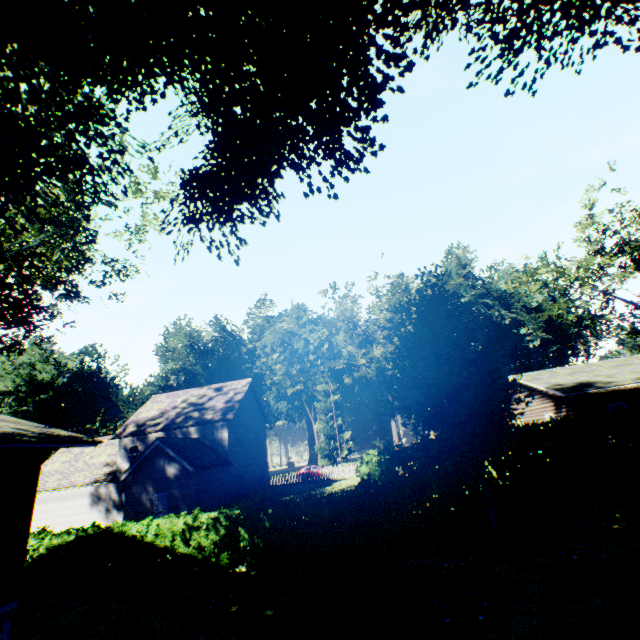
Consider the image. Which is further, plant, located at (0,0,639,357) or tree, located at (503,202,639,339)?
tree, located at (503,202,639,339)

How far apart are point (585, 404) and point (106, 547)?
25.3m

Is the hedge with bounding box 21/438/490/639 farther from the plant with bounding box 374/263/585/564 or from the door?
the door

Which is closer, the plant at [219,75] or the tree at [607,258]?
the plant at [219,75]

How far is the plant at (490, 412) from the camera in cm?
943

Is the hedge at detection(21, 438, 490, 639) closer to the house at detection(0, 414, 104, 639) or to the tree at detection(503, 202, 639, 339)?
the house at detection(0, 414, 104, 639)

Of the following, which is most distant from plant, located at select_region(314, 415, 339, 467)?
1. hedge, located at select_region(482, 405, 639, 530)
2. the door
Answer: hedge, located at select_region(482, 405, 639, 530)

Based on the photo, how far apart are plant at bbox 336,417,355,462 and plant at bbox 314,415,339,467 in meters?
0.4
